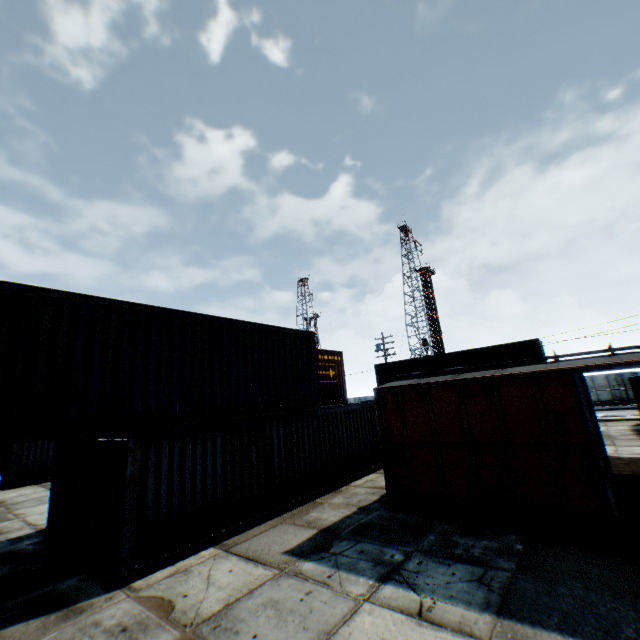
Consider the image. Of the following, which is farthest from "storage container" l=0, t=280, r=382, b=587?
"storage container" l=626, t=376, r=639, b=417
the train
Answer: "storage container" l=626, t=376, r=639, b=417

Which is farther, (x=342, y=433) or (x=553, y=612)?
(x=342, y=433)

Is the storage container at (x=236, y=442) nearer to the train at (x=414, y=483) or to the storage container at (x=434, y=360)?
the train at (x=414, y=483)

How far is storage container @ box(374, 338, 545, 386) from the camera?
21.25m

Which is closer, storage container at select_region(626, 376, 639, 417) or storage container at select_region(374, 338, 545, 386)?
storage container at select_region(626, 376, 639, 417)

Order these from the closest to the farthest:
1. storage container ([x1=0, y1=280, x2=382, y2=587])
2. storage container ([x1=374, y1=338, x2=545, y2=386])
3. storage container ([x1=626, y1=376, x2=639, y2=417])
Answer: storage container ([x1=0, y1=280, x2=382, y2=587]), storage container ([x1=626, y1=376, x2=639, y2=417]), storage container ([x1=374, y1=338, x2=545, y2=386])

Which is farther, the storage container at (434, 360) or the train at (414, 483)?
the storage container at (434, 360)

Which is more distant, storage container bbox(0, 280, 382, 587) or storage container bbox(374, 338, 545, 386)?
storage container bbox(374, 338, 545, 386)
